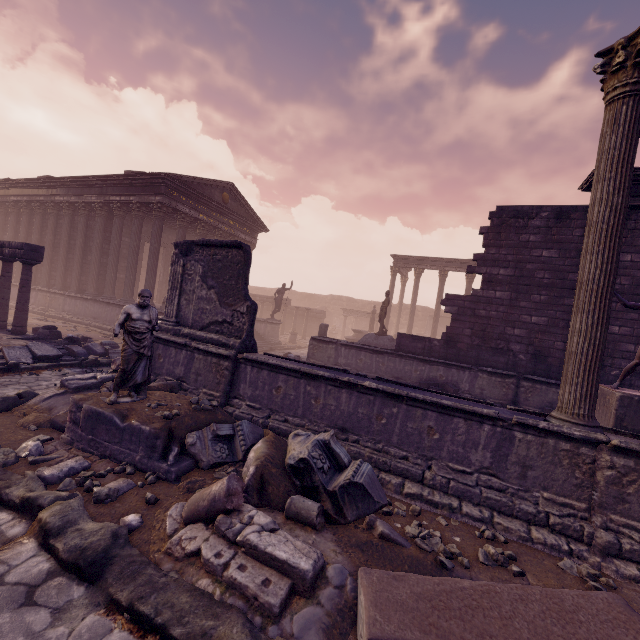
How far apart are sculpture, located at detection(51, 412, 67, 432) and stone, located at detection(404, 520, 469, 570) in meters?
5.3

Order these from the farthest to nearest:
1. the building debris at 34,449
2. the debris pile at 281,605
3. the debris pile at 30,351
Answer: the debris pile at 30,351
the building debris at 34,449
the debris pile at 281,605

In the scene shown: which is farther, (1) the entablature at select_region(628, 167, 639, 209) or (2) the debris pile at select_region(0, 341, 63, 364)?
(1) the entablature at select_region(628, 167, 639, 209)

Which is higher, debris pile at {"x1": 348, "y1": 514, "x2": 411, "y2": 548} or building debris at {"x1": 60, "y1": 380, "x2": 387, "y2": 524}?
building debris at {"x1": 60, "y1": 380, "x2": 387, "y2": 524}

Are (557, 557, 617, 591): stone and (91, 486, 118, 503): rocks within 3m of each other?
no

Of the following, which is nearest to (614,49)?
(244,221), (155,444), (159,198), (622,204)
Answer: (622,204)

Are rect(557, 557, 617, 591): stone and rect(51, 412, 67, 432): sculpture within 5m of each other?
no

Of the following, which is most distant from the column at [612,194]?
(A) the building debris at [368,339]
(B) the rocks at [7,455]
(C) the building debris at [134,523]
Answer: (A) the building debris at [368,339]
